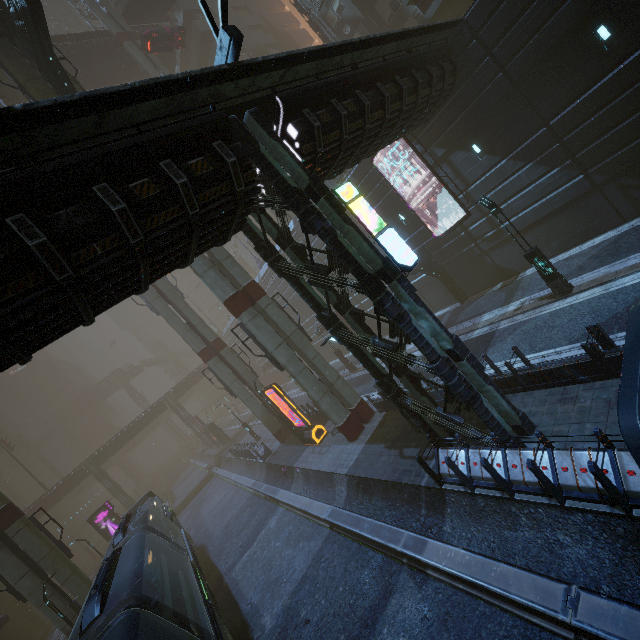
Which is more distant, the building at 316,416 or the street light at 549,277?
the building at 316,416

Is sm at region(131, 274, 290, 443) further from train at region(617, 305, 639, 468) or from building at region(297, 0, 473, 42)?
train at region(617, 305, 639, 468)

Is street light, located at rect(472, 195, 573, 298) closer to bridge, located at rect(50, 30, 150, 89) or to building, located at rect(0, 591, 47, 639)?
building, located at rect(0, 591, 47, 639)

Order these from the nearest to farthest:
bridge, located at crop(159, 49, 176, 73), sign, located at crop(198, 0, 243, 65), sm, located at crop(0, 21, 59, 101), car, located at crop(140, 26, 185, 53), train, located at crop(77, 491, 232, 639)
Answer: sign, located at crop(198, 0, 243, 65) → train, located at crop(77, 491, 232, 639) → sm, located at crop(0, 21, 59, 101) → car, located at crop(140, 26, 185, 53) → bridge, located at crop(159, 49, 176, 73)

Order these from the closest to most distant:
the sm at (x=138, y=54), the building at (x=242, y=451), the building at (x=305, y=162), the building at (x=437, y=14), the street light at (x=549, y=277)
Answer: the building at (x=305, y=162) → the street light at (x=549, y=277) → the building at (x=437, y=14) → the building at (x=242, y=451) → the sm at (x=138, y=54)

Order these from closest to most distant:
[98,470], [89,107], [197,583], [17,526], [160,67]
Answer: [89,107] < [197,583] < [17,526] < [160,67] < [98,470]

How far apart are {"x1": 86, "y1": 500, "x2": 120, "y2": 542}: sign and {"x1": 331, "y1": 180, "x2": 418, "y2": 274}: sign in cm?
3977

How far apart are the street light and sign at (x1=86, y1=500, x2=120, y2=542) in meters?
42.0
